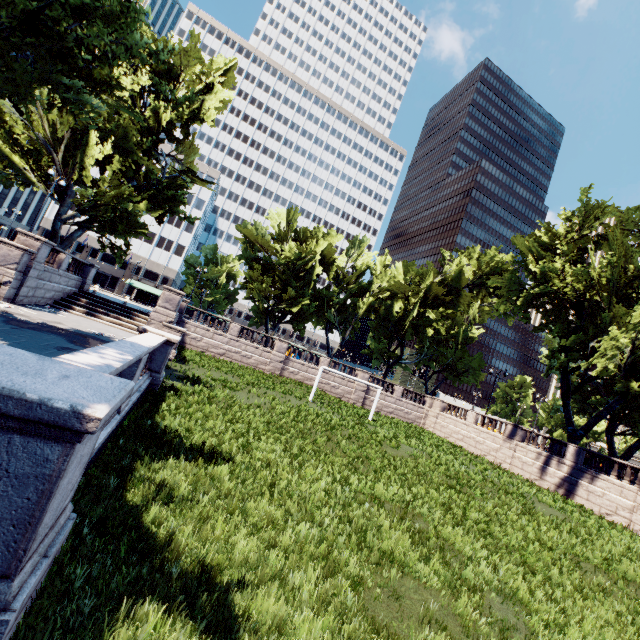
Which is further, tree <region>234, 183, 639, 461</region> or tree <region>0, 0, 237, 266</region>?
tree <region>234, 183, 639, 461</region>

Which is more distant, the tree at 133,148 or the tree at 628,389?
the tree at 628,389

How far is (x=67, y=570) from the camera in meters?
3.4
